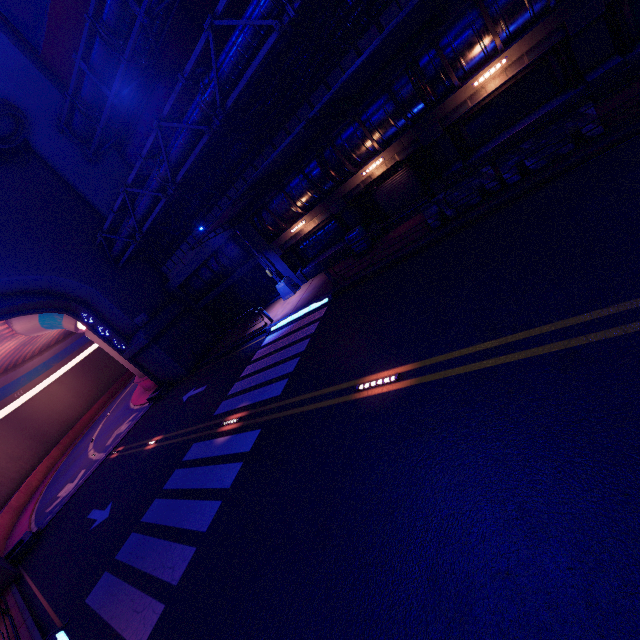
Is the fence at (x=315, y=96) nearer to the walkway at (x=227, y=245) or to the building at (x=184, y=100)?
the walkway at (x=227, y=245)

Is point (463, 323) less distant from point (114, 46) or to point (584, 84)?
point (584, 84)

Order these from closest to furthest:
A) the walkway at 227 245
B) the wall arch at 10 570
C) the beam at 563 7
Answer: the beam at 563 7
the wall arch at 10 570
the walkway at 227 245

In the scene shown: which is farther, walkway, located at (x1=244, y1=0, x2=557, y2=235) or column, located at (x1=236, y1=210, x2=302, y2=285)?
column, located at (x1=236, y1=210, x2=302, y2=285)

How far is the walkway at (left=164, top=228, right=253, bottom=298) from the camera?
20.02m

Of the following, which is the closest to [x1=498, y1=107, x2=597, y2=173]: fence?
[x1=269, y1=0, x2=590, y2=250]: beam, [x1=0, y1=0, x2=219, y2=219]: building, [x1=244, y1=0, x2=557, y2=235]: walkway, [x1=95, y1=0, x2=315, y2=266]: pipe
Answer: [x1=269, y1=0, x2=590, y2=250]: beam

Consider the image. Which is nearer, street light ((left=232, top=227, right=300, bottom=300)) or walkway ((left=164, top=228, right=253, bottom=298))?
street light ((left=232, top=227, right=300, bottom=300))

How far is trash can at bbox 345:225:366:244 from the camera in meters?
15.4
